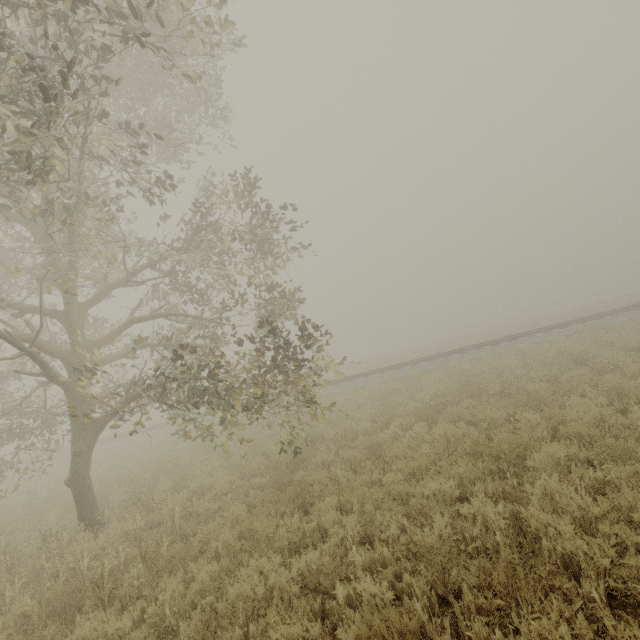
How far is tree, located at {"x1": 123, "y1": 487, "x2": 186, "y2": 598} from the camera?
5.2 meters

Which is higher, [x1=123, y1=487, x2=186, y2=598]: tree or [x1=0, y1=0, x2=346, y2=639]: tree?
[x1=0, y1=0, x2=346, y2=639]: tree

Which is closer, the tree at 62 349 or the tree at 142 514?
the tree at 62 349

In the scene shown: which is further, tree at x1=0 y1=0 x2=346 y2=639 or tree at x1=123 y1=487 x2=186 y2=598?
tree at x1=123 y1=487 x2=186 y2=598

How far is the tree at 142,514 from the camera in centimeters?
518cm

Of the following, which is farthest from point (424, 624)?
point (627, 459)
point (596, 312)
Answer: point (596, 312)
